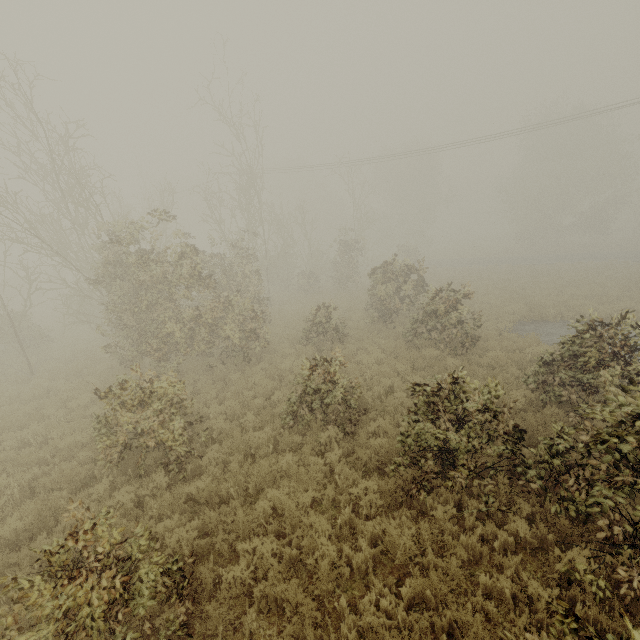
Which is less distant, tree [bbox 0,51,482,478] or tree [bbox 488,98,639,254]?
tree [bbox 0,51,482,478]

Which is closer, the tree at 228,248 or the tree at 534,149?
the tree at 228,248

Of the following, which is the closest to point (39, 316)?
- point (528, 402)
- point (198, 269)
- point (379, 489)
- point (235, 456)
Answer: point (198, 269)
